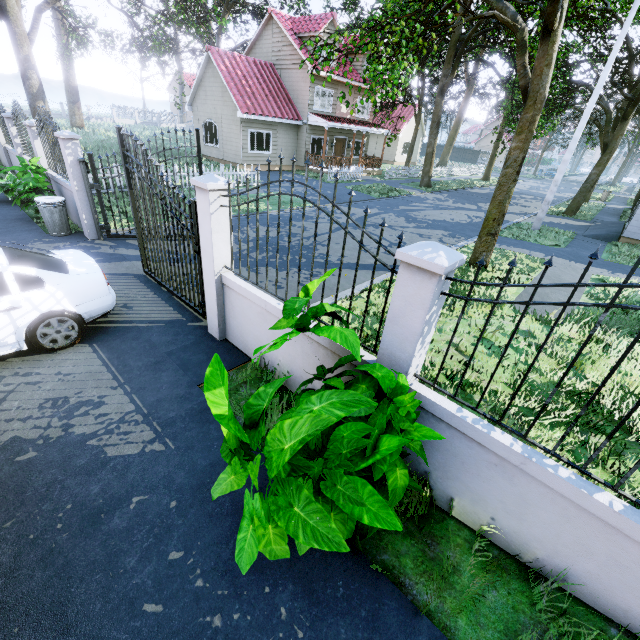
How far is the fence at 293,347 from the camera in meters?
3.8

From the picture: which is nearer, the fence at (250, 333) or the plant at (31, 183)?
the fence at (250, 333)

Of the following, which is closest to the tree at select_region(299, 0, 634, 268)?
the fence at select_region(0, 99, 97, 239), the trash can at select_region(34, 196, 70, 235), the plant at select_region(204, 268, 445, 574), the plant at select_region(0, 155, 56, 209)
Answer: the fence at select_region(0, 99, 97, 239)

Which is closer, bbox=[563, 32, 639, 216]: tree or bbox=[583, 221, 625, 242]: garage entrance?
bbox=[583, 221, 625, 242]: garage entrance

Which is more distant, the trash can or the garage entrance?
the garage entrance

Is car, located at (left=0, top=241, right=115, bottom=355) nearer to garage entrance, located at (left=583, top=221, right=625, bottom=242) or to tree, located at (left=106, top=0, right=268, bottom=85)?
tree, located at (left=106, top=0, right=268, bottom=85)

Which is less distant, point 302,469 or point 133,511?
point 302,469

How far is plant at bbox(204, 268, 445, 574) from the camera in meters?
1.7
